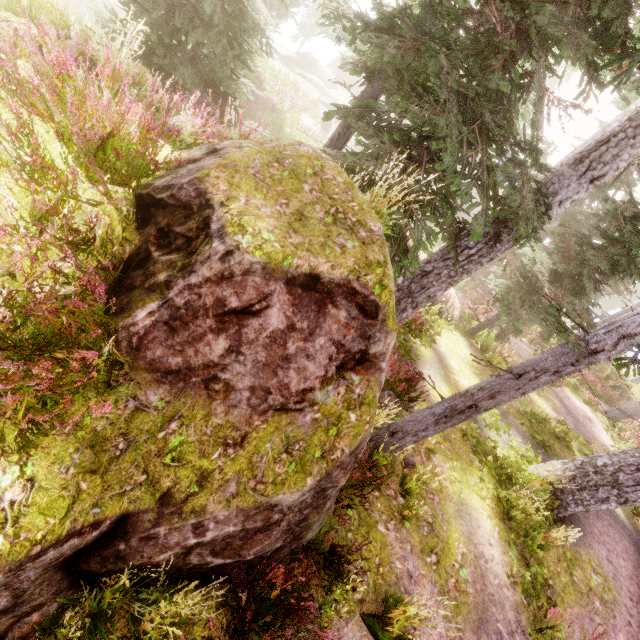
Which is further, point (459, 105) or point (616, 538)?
point (616, 538)

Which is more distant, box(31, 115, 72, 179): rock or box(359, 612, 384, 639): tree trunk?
box(359, 612, 384, 639): tree trunk

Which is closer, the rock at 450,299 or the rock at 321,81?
the rock at 450,299

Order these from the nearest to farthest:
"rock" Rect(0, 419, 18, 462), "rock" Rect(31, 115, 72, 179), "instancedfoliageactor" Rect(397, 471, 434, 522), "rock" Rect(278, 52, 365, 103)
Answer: "rock" Rect(0, 419, 18, 462) < "rock" Rect(31, 115, 72, 179) < "instancedfoliageactor" Rect(397, 471, 434, 522) < "rock" Rect(278, 52, 365, 103)

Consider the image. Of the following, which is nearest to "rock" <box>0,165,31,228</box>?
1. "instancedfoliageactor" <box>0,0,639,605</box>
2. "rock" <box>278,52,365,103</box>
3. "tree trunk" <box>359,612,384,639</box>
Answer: "instancedfoliageactor" <box>0,0,639,605</box>

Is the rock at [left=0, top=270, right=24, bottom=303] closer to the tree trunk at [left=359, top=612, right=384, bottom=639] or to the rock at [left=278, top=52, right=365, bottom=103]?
the tree trunk at [left=359, top=612, right=384, bottom=639]

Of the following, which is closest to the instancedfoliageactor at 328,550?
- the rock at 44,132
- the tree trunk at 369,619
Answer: the rock at 44,132

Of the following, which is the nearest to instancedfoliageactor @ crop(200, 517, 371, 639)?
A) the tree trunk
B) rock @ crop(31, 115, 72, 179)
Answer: rock @ crop(31, 115, 72, 179)
